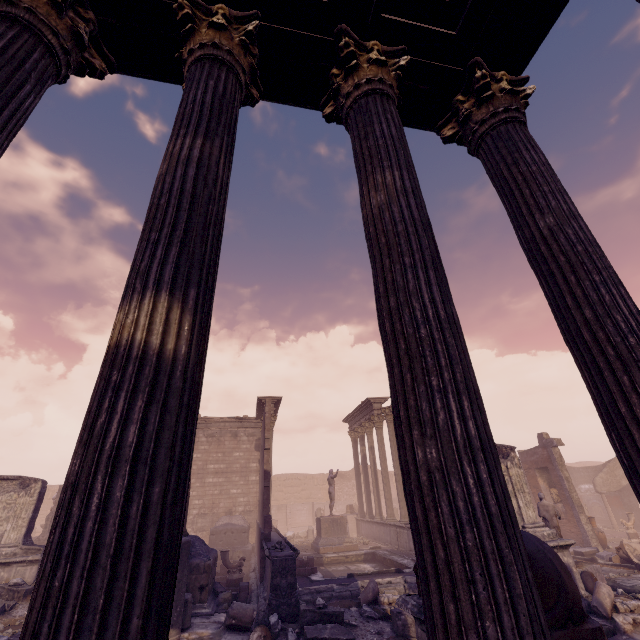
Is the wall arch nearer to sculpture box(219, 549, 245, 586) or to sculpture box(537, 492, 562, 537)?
sculpture box(219, 549, 245, 586)

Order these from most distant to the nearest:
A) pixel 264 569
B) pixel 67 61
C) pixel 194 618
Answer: pixel 264 569 → pixel 194 618 → pixel 67 61

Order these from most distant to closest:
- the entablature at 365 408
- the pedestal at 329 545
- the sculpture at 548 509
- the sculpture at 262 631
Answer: the entablature at 365 408, the pedestal at 329 545, the sculpture at 548 509, the sculpture at 262 631

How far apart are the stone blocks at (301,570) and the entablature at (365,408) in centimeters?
859cm

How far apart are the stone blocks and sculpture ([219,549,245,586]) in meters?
1.3 m

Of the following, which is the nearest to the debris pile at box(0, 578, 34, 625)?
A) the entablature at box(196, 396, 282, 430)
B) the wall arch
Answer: the entablature at box(196, 396, 282, 430)

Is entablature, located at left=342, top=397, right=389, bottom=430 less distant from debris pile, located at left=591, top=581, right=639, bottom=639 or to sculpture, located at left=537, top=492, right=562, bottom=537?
sculpture, located at left=537, top=492, right=562, bottom=537

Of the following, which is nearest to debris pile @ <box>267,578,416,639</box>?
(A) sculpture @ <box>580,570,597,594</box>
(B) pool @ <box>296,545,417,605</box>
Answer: (B) pool @ <box>296,545,417,605</box>
